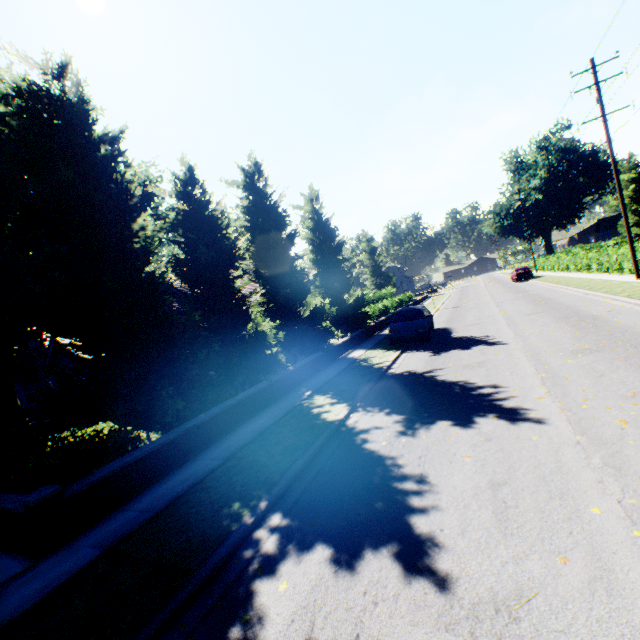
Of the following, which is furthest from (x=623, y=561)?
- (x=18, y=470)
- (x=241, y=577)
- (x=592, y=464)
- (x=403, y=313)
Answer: (x=403, y=313)

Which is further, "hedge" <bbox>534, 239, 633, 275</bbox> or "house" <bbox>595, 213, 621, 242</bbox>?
"house" <bbox>595, 213, 621, 242</bbox>

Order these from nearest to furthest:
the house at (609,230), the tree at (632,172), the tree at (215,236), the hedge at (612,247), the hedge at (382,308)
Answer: the tree at (215,236)
the hedge at (612,247)
the hedge at (382,308)
the tree at (632,172)
the house at (609,230)

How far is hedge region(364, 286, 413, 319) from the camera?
26.9 meters

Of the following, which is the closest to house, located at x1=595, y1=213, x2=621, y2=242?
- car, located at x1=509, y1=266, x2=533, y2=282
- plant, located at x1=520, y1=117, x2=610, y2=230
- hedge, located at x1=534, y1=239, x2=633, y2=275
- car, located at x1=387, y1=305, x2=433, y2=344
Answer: plant, located at x1=520, y1=117, x2=610, y2=230

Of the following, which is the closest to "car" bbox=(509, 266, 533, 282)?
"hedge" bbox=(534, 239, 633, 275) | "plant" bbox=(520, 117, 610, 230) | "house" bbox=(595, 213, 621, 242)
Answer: "hedge" bbox=(534, 239, 633, 275)

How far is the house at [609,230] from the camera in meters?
51.1

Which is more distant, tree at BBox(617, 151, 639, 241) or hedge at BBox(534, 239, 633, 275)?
tree at BBox(617, 151, 639, 241)
